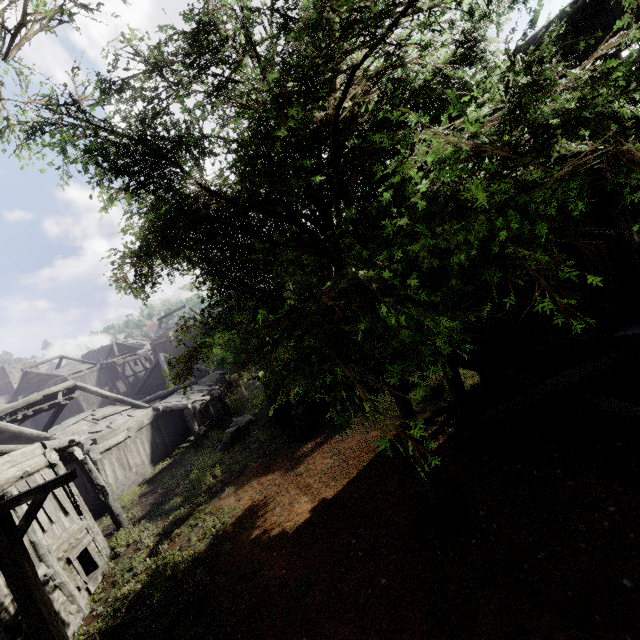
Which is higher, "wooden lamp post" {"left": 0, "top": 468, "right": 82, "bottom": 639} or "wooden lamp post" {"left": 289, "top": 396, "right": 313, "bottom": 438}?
"wooden lamp post" {"left": 0, "top": 468, "right": 82, "bottom": 639}

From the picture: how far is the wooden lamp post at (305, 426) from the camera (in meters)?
15.09

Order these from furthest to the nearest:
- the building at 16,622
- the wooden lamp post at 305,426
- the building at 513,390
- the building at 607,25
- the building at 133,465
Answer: the wooden lamp post at 305,426 → the building at 133,465 → the building at 16,622 → the building at 513,390 → the building at 607,25

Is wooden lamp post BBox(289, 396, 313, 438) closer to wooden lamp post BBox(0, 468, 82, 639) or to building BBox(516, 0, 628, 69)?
building BBox(516, 0, 628, 69)

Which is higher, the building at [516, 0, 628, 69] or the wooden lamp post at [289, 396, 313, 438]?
the building at [516, 0, 628, 69]

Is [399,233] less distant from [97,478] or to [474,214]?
[474,214]

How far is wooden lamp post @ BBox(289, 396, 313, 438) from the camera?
15.09m

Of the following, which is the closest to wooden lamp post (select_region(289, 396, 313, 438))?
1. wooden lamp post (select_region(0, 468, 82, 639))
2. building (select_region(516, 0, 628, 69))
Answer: building (select_region(516, 0, 628, 69))
